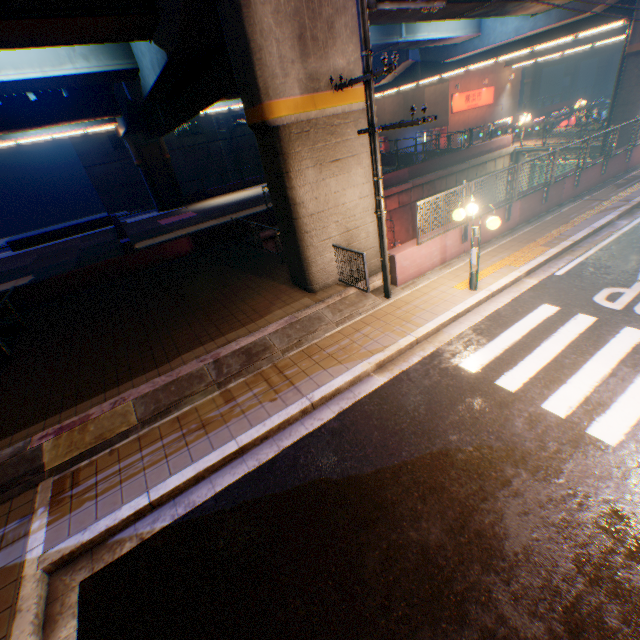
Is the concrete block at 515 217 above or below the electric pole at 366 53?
below

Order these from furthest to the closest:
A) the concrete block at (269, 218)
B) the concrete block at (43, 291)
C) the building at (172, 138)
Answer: the building at (172, 138)
the concrete block at (269, 218)
the concrete block at (43, 291)

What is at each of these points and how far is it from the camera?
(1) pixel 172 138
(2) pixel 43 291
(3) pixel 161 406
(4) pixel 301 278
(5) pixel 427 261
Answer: (1) building, 41.03m
(2) concrete block, 13.52m
(3) concrete curb, 6.66m
(4) overpass support, 9.86m
(5) concrete block, 9.73m

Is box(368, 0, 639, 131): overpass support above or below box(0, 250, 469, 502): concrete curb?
above

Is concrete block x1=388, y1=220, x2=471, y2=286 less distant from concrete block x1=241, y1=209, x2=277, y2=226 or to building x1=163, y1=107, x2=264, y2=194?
concrete block x1=241, y1=209, x2=277, y2=226

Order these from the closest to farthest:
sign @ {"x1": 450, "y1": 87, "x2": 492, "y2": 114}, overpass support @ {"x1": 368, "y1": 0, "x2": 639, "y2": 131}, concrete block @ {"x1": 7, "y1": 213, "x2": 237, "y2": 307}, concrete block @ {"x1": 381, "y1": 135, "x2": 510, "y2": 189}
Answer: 1. concrete block @ {"x1": 7, "y1": 213, "x2": 237, "y2": 307}
2. overpass support @ {"x1": 368, "y1": 0, "x2": 639, "y2": 131}
3. concrete block @ {"x1": 381, "y1": 135, "x2": 510, "y2": 189}
4. sign @ {"x1": 450, "y1": 87, "x2": 492, "y2": 114}

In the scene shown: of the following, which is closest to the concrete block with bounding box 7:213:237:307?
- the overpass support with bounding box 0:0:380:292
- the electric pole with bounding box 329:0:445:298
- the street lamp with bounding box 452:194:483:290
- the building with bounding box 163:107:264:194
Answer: the overpass support with bounding box 0:0:380:292

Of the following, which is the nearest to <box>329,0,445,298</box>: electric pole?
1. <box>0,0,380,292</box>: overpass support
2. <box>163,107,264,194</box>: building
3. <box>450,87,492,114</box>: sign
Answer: <box>0,0,380,292</box>: overpass support
